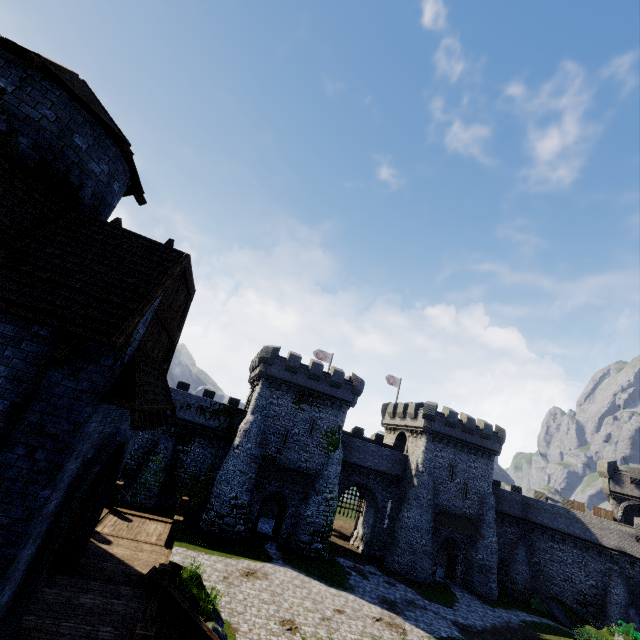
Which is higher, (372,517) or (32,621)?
(32,621)

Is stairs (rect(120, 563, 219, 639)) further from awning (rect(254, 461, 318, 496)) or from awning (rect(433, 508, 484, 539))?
awning (rect(433, 508, 484, 539))

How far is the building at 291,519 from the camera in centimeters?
2939cm

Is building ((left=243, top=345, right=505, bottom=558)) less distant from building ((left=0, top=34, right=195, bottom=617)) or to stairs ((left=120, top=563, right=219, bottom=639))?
building ((left=0, top=34, right=195, bottom=617))

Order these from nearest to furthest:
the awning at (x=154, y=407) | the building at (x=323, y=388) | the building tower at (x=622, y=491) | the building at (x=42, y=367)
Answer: the building at (x=42, y=367) → the awning at (x=154, y=407) → the building at (x=323, y=388) → the building tower at (x=622, y=491)

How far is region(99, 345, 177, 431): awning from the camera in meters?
6.6

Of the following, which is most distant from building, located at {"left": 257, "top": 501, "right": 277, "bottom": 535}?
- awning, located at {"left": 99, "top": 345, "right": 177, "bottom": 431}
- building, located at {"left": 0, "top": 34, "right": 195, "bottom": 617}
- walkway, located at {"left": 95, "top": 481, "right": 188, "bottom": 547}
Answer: awning, located at {"left": 99, "top": 345, "right": 177, "bottom": 431}

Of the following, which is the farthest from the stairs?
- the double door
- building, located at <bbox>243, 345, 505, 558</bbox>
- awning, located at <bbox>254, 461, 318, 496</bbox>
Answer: building, located at <bbox>243, 345, 505, 558</bbox>
